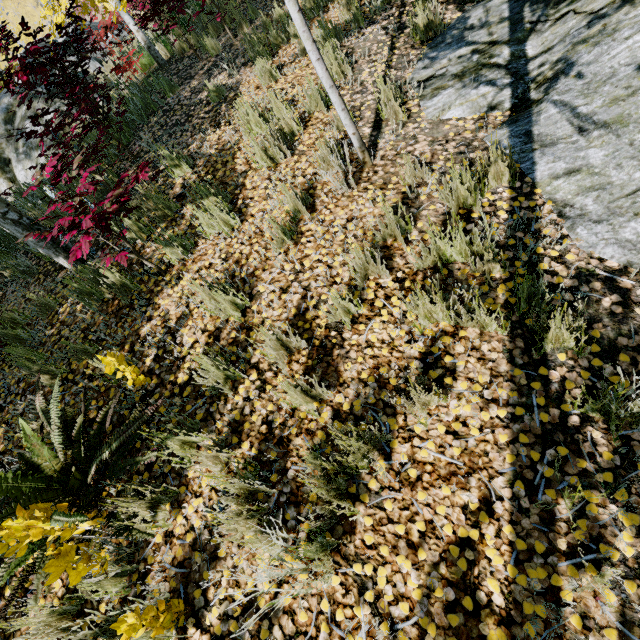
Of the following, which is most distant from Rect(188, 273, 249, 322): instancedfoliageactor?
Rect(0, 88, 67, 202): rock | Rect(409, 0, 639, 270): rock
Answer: Rect(0, 88, 67, 202): rock

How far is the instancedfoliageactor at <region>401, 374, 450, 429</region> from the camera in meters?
1.9 m

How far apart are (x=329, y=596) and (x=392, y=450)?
0.9 meters

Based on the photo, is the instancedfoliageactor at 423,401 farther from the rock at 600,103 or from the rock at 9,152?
the rock at 9,152

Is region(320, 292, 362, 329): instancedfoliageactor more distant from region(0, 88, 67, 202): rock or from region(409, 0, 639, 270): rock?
region(0, 88, 67, 202): rock
